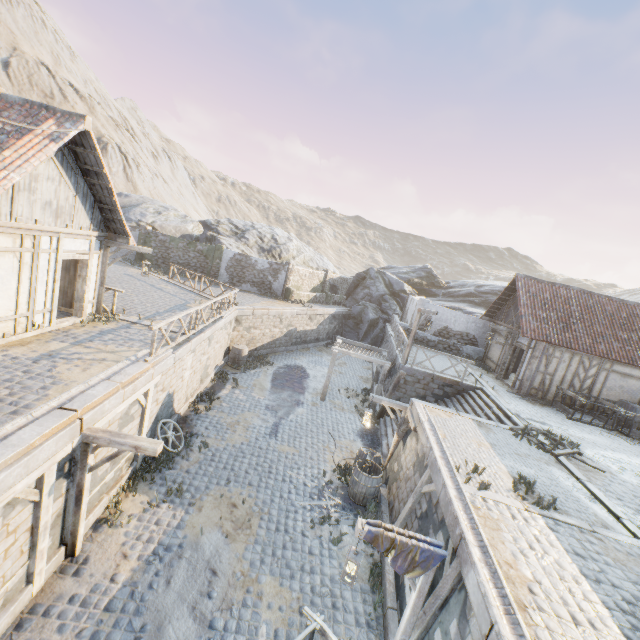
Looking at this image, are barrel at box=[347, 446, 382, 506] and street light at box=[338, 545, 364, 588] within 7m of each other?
yes

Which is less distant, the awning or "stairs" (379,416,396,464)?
"stairs" (379,416,396,464)

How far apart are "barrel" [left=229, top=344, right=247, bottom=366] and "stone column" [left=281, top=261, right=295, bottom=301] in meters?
8.0

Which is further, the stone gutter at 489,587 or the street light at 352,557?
the street light at 352,557

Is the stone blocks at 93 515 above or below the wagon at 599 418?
below

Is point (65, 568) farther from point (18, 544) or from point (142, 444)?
point (142, 444)

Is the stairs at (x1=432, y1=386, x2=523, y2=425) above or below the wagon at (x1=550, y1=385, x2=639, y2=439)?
below

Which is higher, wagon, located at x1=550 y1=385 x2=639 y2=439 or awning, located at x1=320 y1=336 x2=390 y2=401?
wagon, located at x1=550 y1=385 x2=639 y2=439
